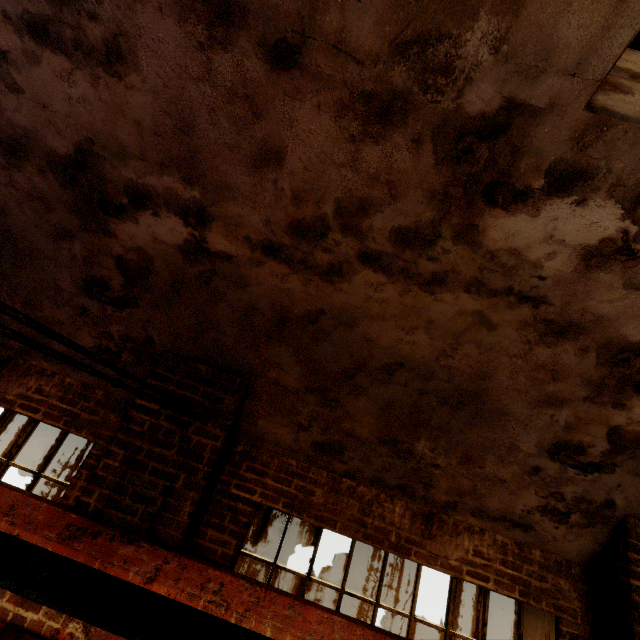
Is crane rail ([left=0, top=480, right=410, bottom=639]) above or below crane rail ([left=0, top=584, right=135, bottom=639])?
above

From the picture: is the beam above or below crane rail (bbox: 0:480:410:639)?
below

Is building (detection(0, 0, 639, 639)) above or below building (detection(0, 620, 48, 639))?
above

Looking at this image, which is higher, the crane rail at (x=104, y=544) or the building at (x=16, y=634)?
the crane rail at (x=104, y=544)

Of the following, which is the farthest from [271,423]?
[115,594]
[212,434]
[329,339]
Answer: [115,594]

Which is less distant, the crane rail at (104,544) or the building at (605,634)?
the building at (605,634)

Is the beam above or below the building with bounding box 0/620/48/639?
above

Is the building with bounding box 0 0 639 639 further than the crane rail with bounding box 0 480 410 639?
No
